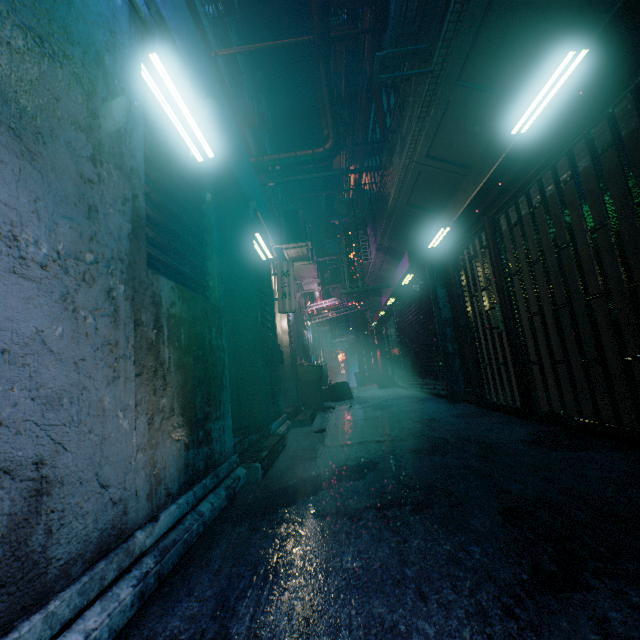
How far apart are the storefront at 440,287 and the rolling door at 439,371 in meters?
0.0 m

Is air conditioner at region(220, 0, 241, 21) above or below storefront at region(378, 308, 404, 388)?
above

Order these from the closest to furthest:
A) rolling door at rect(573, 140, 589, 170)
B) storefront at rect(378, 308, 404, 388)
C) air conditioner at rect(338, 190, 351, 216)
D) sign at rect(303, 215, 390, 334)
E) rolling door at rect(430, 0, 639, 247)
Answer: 1. rolling door at rect(430, 0, 639, 247)
2. rolling door at rect(573, 140, 589, 170)
3. sign at rect(303, 215, 390, 334)
4. air conditioner at rect(338, 190, 351, 216)
5. storefront at rect(378, 308, 404, 388)

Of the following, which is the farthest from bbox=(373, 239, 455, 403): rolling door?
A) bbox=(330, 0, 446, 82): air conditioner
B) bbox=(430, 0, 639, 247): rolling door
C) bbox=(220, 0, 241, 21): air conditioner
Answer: bbox=(220, 0, 241, 21): air conditioner

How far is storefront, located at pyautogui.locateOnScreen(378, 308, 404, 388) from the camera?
10.3 meters

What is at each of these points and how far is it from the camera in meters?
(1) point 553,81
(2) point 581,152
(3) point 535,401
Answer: (1) fluorescent light, 2.1 m
(2) rolling door, 2.5 m
(3) storefront, 3.3 m

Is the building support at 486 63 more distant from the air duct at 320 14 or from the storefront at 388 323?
the air duct at 320 14

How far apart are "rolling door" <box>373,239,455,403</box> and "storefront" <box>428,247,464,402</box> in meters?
0.0
